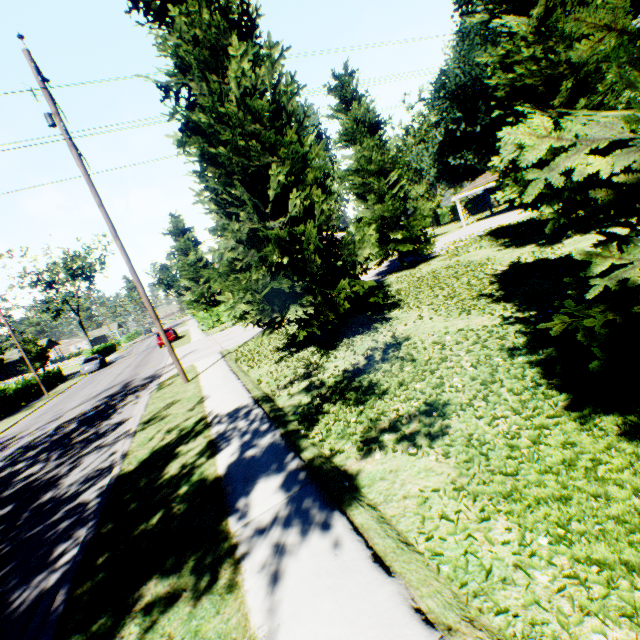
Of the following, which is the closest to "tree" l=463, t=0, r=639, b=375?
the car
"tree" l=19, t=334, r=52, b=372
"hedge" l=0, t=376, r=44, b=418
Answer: the car

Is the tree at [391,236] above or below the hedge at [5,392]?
above

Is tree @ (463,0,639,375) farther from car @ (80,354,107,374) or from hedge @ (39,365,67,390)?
hedge @ (39,365,67,390)

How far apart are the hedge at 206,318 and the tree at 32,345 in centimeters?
2203cm

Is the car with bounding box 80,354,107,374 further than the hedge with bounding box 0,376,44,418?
Yes

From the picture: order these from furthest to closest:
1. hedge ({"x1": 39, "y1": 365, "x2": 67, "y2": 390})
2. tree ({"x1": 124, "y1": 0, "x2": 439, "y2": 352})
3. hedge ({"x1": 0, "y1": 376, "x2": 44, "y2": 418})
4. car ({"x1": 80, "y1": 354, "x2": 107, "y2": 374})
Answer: car ({"x1": 80, "y1": 354, "x2": 107, "y2": 374}), hedge ({"x1": 39, "y1": 365, "x2": 67, "y2": 390}), hedge ({"x1": 0, "y1": 376, "x2": 44, "y2": 418}), tree ({"x1": 124, "y1": 0, "x2": 439, "y2": 352})

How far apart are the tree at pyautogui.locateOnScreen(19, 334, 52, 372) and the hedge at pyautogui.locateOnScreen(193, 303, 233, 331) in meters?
22.0

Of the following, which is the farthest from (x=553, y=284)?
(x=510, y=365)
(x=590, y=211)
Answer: (x=590, y=211)
